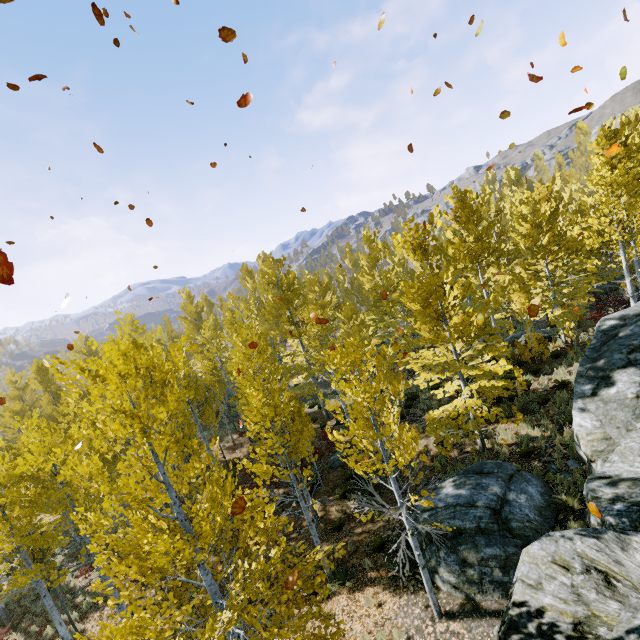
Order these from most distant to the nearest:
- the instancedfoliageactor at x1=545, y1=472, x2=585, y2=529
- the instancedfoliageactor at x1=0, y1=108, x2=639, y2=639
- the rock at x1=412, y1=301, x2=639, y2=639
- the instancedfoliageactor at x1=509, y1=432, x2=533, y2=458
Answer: the instancedfoliageactor at x1=509, y1=432, x2=533, y2=458 < the instancedfoliageactor at x1=545, y1=472, x2=585, y2=529 < the instancedfoliageactor at x1=0, y1=108, x2=639, y2=639 < the rock at x1=412, y1=301, x2=639, y2=639

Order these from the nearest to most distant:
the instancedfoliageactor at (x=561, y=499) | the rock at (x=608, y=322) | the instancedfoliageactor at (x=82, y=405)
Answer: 1. the rock at (x=608, y=322)
2. the instancedfoliageactor at (x=82, y=405)
3. the instancedfoliageactor at (x=561, y=499)

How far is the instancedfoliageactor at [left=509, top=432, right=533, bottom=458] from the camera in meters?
11.1

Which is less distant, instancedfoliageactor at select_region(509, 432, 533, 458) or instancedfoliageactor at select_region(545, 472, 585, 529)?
instancedfoliageactor at select_region(545, 472, 585, 529)

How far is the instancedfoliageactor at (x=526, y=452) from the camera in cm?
1110

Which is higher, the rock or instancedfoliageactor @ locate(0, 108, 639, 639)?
instancedfoliageactor @ locate(0, 108, 639, 639)

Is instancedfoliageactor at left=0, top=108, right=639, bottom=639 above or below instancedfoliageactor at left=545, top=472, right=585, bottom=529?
above

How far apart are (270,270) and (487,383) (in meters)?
14.15
